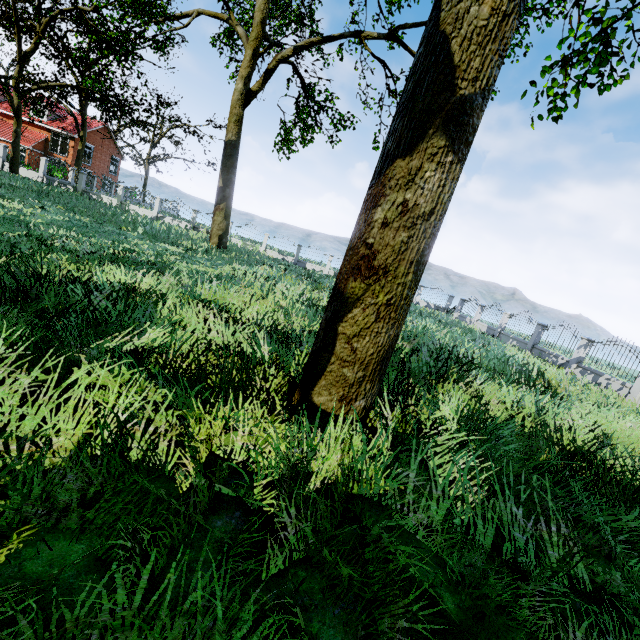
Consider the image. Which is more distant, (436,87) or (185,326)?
(185,326)

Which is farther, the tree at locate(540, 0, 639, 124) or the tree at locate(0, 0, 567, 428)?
the tree at locate(540, 0, 639, 124)

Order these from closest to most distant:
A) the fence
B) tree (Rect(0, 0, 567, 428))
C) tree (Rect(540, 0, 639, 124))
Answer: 1. tree (Rect(0, 0, 567, 428))
2. tree (Rect(540, 0, 639, 124))
3. the fence

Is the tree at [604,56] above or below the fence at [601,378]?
above

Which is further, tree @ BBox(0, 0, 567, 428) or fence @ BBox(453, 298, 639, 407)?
fence @ BBox(453, 298, 639, 407)

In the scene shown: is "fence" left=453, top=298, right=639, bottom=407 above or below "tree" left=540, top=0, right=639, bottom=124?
below

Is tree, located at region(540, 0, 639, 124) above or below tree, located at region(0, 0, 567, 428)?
above

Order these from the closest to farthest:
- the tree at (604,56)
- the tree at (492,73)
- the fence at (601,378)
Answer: the tree at (492,73) < the tree at (604,56) < the fence at (601,378)
